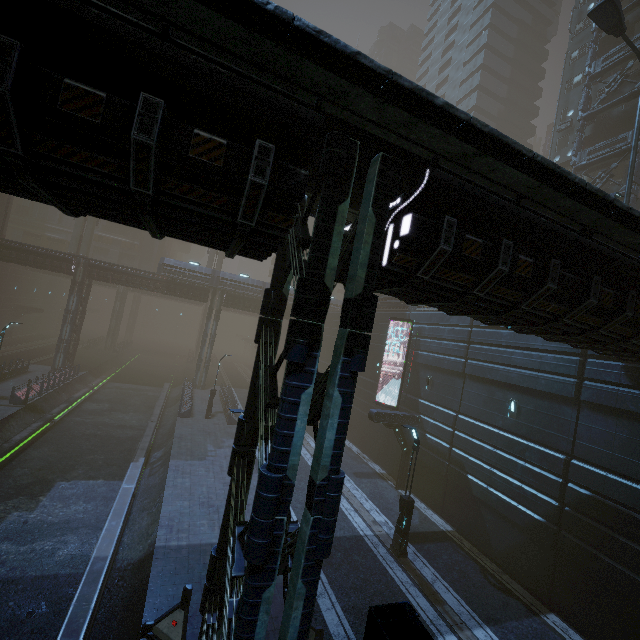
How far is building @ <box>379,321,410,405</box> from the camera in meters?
24.2 m

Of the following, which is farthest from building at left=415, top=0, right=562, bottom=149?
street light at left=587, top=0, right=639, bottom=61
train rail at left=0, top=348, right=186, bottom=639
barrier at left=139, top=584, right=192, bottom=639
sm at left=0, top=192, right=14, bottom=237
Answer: sm at left=0, top=192, right=14, bottom=237

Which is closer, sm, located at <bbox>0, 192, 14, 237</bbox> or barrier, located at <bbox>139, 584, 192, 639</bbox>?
barrier, located at <bbox>139, 584, 192, 639</bbox>

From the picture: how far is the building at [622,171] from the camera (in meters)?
24.31

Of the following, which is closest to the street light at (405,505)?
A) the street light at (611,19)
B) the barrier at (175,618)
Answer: the barrier at (175,618)

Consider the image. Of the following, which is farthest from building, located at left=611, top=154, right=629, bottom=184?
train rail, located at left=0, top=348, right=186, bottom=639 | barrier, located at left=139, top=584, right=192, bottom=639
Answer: barrier, located at left=139, top=584, right=192, bottom=639

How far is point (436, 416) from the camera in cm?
1986

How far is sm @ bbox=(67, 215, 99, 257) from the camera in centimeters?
4094cm
